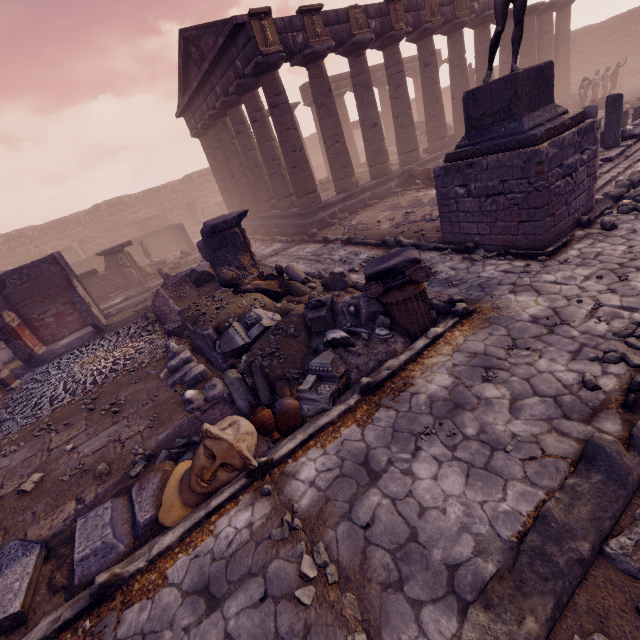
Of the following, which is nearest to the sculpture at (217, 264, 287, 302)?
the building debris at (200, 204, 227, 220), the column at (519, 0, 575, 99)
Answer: the building debris at (200, 204, 227, 220)

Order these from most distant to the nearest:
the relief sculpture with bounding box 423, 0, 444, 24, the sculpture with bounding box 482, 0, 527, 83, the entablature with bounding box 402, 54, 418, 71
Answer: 1. the entablature with bounding box 402, 54, 418, 71
2. the relief sculpture with bounding box 423, 0, 444, 24
3. the sculpture with bounding box 482, 0, 527, 83

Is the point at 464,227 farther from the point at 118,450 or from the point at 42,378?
the point at 42,378

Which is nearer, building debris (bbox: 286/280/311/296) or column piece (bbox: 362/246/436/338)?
column piece (bbox: 362/246/436/338)

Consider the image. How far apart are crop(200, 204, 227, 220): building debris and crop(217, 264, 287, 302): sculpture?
23.9m

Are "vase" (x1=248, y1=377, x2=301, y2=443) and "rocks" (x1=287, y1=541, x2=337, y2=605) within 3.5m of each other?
yes

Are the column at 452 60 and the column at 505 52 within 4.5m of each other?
no

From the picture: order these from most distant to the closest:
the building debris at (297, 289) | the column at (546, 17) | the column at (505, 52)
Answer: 1. the column at (546, 17)
2. the column at (505, 52)
3. the building debris at (297, 289)
